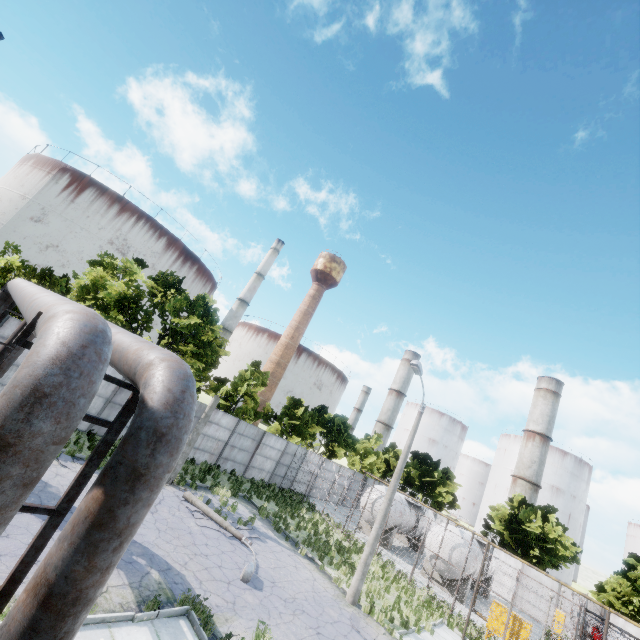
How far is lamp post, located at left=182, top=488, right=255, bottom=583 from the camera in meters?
10.9

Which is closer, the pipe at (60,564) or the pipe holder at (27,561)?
the pipe at (60,564)

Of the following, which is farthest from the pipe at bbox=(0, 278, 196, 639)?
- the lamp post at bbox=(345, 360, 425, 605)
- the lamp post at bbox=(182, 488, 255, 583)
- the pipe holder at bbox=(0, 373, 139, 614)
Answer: the lamp post at bbox=(345, 360, 425, 605)

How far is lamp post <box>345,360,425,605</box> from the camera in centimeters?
1349cm

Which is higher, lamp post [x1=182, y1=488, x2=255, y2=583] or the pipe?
the pipe

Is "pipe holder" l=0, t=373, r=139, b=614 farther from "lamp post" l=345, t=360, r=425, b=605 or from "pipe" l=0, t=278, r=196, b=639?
"lamp post" l=345, t=360, r=425, b=605

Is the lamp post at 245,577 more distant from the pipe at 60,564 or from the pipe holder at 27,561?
the pipe holder at 27,561

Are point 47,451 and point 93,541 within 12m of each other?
yes
